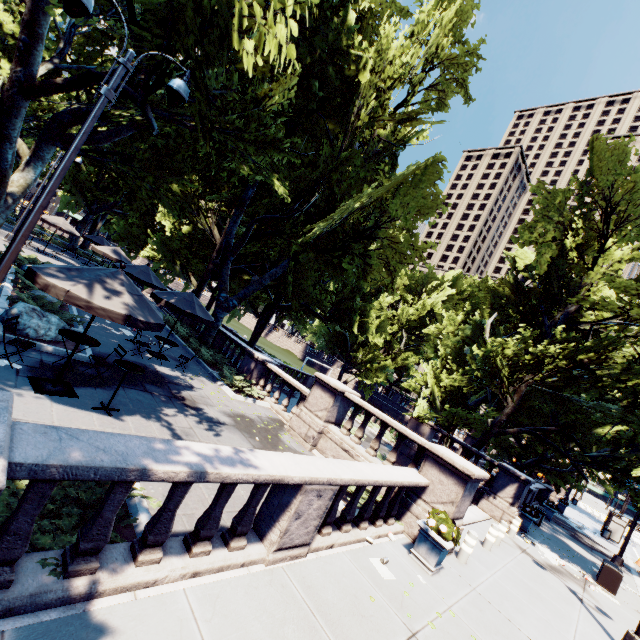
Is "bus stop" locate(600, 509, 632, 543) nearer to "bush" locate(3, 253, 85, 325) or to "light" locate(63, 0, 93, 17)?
"light" locate(63, 0, 93, 17)

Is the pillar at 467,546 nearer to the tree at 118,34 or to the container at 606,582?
the tree at 118,34

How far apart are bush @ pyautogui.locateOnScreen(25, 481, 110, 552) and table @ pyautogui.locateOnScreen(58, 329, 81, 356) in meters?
3.8 m

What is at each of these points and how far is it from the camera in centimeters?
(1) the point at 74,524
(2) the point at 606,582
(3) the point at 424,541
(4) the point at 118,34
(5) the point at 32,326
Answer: (1) bush, 400cm
(2) container, 1312cm
(3) planter, 756cm
(4) tree, 1274cm
(5) rock, 900cm

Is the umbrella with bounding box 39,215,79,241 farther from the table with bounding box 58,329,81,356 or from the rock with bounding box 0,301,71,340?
the table with bounding box 58,329,81,356

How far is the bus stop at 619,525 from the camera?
27.2m

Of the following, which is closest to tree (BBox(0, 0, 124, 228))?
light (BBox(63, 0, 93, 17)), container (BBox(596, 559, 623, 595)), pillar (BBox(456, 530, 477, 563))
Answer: light (BBox(63, 0, 93, 17))

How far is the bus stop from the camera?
27.2 meters
